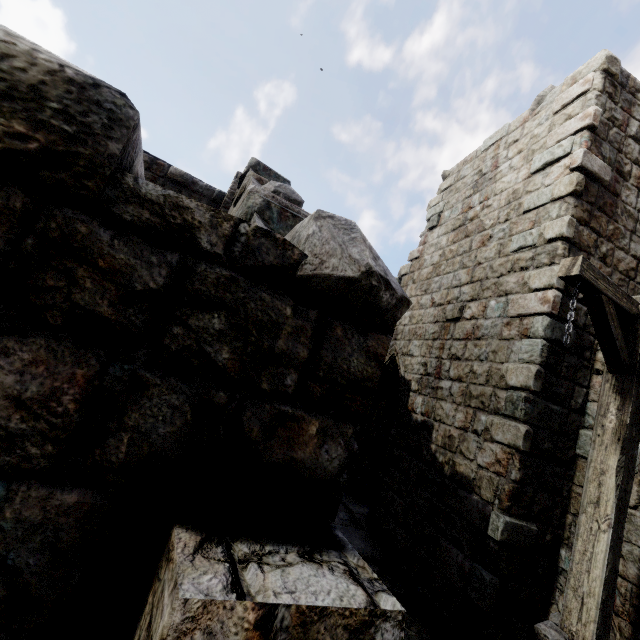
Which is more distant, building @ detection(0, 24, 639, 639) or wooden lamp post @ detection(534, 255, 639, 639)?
wooden lamp post @ detection(534, 255, 639, 639)

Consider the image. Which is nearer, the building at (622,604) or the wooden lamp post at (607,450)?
the wooden lamp post at (607,450)

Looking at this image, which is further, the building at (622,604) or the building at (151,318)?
the building at (622,604)

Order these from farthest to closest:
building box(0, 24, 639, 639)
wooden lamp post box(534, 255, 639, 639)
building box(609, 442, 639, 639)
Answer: building box(609, 442, 639, 639), wooden lamp post box(534, 255, 639, 639), building box(0, 24, 639, 639)

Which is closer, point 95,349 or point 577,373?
point 95,349

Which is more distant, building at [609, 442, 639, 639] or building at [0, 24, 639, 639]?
building at [609, 442, 639, 639]
